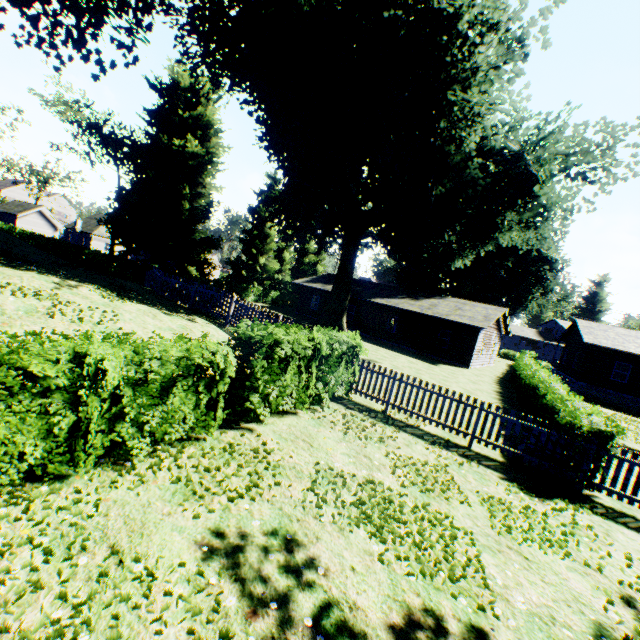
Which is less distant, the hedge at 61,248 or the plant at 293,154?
the plant at 293,154

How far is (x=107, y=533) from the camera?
3.6 meters

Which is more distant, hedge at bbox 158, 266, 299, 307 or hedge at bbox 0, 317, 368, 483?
hedge at bbox 158, 266, 299, 307

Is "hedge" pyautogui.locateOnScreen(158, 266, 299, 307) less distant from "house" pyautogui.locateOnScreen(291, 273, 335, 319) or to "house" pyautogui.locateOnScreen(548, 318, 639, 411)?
"house" pyautogui.locateOnScreen(291, 273, 335, 319)

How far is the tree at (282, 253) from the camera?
39.4 meters

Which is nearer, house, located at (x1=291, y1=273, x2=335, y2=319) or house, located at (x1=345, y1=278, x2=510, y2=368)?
house, located at (x1=345, y1=278, x2=510, y2=368)

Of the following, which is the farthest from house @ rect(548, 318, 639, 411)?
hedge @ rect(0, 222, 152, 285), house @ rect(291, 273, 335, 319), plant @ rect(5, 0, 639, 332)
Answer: hedge @ rect(0, 222, 152, 285)
